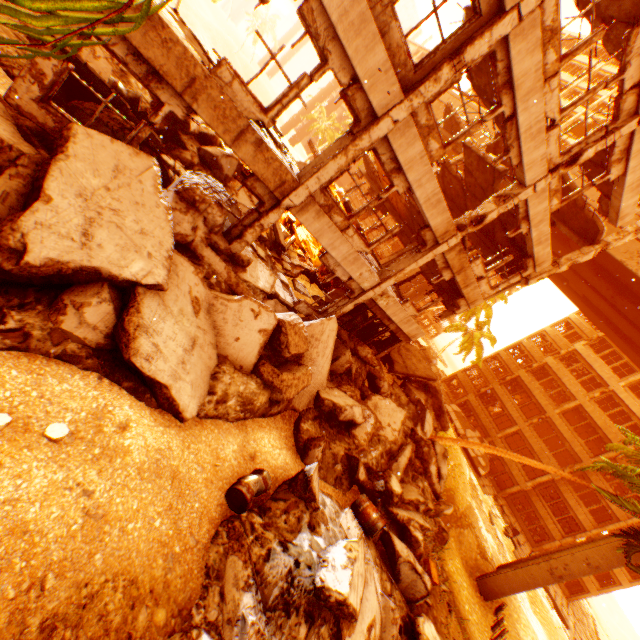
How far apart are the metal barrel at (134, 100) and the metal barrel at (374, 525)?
12.41m

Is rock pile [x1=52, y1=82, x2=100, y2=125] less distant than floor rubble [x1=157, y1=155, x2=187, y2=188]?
Yes

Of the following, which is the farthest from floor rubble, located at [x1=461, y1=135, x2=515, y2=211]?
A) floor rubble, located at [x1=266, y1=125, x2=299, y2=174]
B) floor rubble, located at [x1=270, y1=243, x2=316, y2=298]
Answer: floor rubble, located at [x1=270, y1=243, x2=316, y2=298]

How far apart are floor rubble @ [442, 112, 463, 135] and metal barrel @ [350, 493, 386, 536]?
21.1m

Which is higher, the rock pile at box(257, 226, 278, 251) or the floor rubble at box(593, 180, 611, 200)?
the floor rubble at box(593, 180, 611, 200)

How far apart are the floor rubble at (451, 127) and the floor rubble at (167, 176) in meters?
17.1 m

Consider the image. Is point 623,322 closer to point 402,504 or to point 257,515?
point 402,504

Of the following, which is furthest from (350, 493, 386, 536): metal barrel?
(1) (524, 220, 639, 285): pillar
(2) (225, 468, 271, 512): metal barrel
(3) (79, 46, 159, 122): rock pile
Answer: (1) (524, 220, 639, 285): pillar
